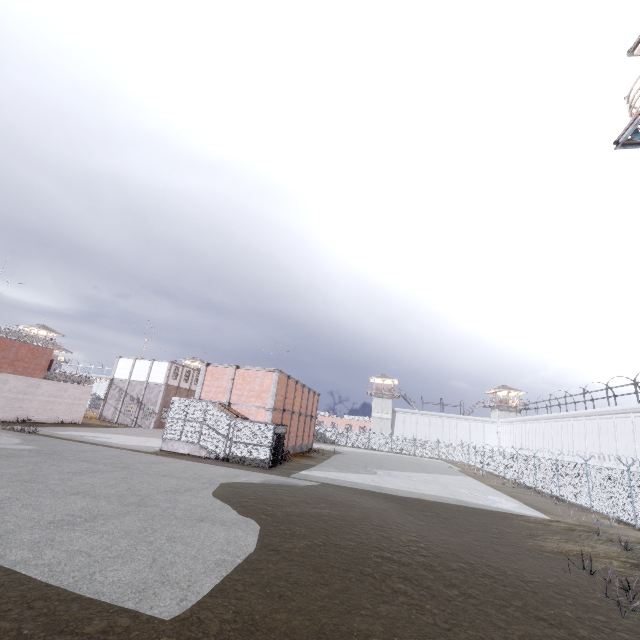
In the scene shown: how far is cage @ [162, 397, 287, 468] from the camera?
22.22m

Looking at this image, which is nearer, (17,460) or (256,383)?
(17,460)

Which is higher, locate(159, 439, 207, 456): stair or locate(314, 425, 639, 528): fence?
locate(314, 425, 639, 528): fence

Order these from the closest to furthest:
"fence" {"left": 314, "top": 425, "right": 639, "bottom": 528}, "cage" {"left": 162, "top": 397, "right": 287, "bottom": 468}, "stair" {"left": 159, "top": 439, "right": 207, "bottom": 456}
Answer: "fence" {"left": 314, "top": 425, "right": 639, "bottom": 528} < "cage" {"left": 162, "top": 397, "right": 287, "bottom": 468} < "stair" {"left": 159, "top": 439, "right": 207, "bottom": 456}

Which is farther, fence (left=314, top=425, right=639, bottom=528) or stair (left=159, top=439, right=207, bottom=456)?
stair (left=159, top=439, right=207, bottom=456)

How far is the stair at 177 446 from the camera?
22.89m

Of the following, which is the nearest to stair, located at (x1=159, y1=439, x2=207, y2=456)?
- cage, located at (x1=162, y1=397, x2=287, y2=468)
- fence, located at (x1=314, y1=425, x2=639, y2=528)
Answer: cage, located at (x1=162, y1=397, x2=287, y2=468)

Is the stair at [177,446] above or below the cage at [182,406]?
below
